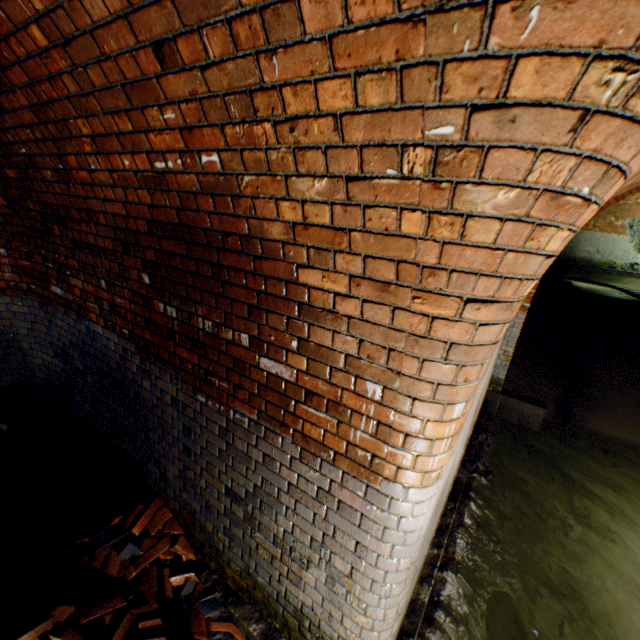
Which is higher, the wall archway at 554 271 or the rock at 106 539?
the wall archway at 554 271

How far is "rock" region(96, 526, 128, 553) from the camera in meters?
2.5

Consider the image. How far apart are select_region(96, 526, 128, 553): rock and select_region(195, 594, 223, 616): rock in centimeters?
79cm

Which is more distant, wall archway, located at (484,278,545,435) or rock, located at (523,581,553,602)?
wall archway, located at (484,278,545,435)

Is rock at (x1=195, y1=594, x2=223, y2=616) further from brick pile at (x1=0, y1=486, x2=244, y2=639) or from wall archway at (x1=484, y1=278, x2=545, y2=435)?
wall archway at (x1=484, y1=278, x2=545, y2=435)

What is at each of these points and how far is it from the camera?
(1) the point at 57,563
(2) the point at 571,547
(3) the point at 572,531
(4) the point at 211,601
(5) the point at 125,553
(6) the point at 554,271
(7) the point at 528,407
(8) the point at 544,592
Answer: (1) brick pile, 2.3m
(2) rock, 3.8m
(3) rock, 4.0m
(4) rock, 2.4m
(5) rock, 2.5m
(6) wall archway, 9.2m
(7) wall archway, 5.7m
(8) rock, 3.2m

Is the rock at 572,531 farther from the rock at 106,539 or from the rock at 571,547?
the rock at 106,539

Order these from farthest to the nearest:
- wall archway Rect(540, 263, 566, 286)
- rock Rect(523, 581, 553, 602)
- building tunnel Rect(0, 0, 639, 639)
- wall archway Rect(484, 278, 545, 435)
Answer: wall archway Rect(540, 263, 566, 286) < wall archway Rect(484, 278, 545, 435) < rock Rect(523, 581, 553, 602) < building tunnel Rect(0, 0, 639, 639)
